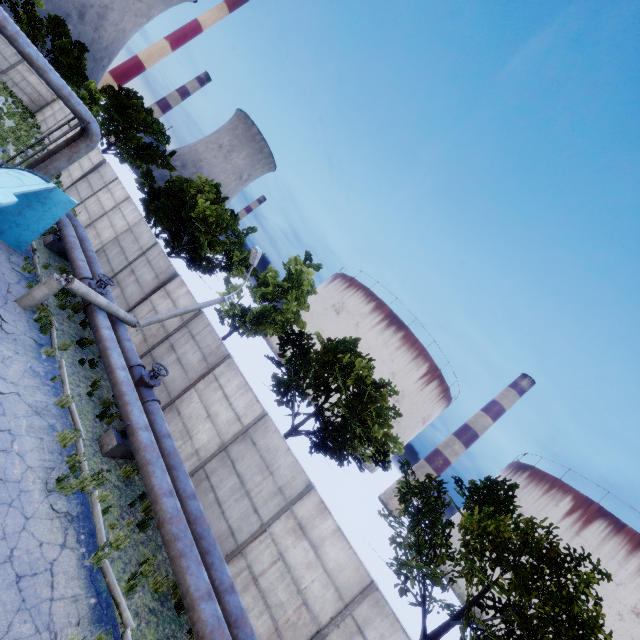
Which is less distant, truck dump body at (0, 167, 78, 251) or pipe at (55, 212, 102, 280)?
truck dump body at (0, 167, 78, 251)

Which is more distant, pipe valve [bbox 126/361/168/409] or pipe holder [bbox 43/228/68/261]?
pipe holder [bbox 43/228/68/261]

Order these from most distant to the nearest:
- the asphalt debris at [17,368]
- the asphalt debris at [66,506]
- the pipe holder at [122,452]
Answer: the pipe holder at [122,452] < the asphalt debris at [17,368] < the asphalt debris at [66,506]

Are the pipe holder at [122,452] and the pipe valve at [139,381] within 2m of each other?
yes

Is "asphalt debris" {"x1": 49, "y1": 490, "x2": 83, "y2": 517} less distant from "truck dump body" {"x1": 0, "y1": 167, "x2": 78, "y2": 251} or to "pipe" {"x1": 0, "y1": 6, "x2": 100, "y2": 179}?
"pipe" {"x1": 0, "y1": 6, "x2": 100, "y2": 179}

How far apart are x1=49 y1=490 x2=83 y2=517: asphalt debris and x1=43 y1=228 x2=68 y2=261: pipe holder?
11.7m

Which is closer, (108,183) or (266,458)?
(266,458)

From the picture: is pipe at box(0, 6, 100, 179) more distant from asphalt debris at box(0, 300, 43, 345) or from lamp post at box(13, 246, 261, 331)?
asphalt debris at box(0, 300, 43, 345)
